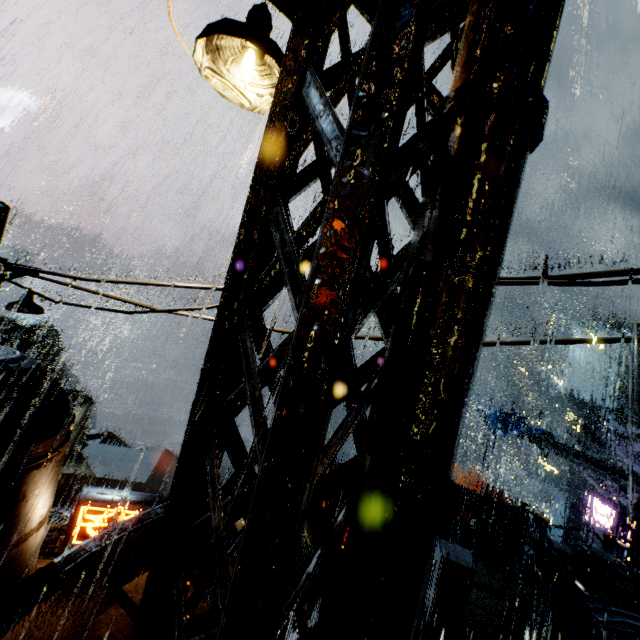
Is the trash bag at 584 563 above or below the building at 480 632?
above

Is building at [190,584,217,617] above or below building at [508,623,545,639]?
below

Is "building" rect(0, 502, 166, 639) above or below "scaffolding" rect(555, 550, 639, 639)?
below

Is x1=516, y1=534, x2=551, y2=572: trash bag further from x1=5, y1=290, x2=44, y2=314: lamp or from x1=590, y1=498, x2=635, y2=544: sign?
x1=5, y1=290, x2=44, y2=314: lamp

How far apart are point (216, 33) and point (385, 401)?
3.0m

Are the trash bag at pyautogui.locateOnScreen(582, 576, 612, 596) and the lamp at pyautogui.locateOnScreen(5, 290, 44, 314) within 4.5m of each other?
no

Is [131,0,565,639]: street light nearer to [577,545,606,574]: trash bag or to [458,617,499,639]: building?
[458,617,499,639]: building

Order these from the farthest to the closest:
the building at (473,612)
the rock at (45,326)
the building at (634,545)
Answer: the rock at (45,326)
the building at (634,545)
the building at (473,612)
